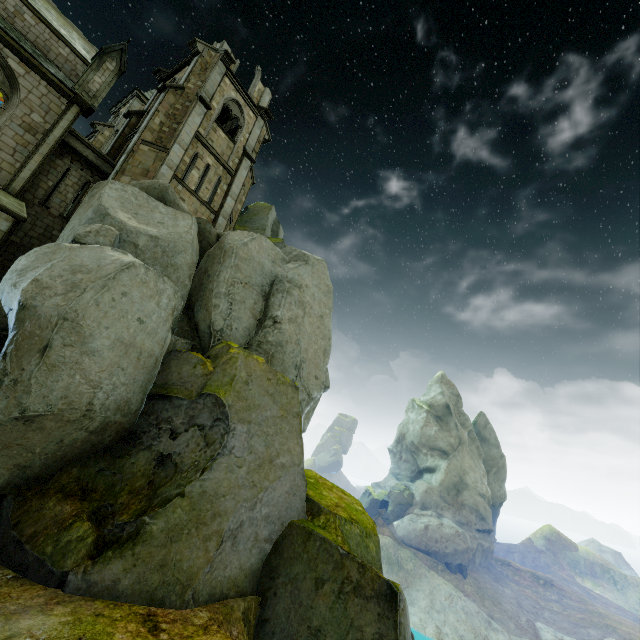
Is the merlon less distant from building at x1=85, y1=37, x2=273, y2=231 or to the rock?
building at x1=85, y1=37, x2=273, y2=231

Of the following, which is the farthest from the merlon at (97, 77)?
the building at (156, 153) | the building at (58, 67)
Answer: the building at (156, 153)

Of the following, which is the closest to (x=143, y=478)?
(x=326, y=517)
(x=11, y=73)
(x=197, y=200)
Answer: (x=326, y=517)

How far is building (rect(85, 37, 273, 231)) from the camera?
17.8m

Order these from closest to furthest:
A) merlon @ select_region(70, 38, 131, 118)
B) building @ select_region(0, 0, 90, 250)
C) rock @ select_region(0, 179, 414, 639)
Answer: rock @ select_region(0, 179, 414, 639), building @ select_region(0, 0, 90, 250), merlon @ select_region(70, 38, 131, 118)

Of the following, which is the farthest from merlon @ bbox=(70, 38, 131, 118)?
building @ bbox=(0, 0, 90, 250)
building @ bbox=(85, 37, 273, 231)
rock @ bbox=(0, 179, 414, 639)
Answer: rock @ bbox=(0, 179, 414, 639)

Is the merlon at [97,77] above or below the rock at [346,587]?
above

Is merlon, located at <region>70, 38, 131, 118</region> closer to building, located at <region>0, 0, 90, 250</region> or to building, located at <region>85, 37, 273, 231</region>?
building, located at <region>0, 0, 90, 250</region>
